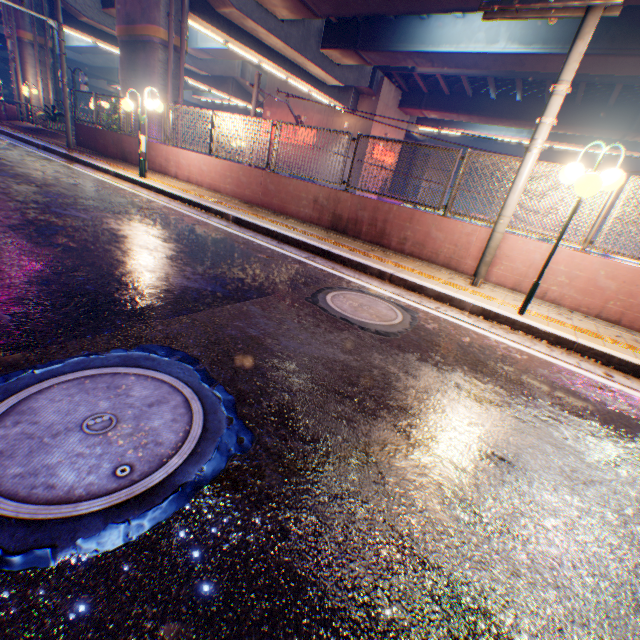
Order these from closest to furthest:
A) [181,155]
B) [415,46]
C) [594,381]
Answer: [594,381] → [181,155] → [415,46]

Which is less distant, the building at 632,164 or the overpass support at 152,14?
the overpass support at 152,14

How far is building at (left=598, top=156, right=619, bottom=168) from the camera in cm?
3578

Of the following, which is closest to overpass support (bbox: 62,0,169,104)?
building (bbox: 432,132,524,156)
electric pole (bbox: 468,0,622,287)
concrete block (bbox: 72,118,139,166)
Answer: concrete block (bbox: 72,118,139,166)

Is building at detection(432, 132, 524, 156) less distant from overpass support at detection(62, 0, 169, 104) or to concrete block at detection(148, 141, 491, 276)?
overpass support at detection(62, 0, 169, 104)

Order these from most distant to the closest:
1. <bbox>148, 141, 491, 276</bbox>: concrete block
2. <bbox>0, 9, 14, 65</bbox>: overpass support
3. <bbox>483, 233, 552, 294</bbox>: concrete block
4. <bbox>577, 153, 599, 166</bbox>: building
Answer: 1. <bbox>577, 153, 599, 166</bbox>: building
2. <bbox>0, 9, 14, 65</bbox>: overpass support
3. <bbox>148, 141, 491, 276</bbox>: concrete block
4. <bbox>483, 233, 552, 294</bbox>: concrete block

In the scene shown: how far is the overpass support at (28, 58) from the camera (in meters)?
18.95
